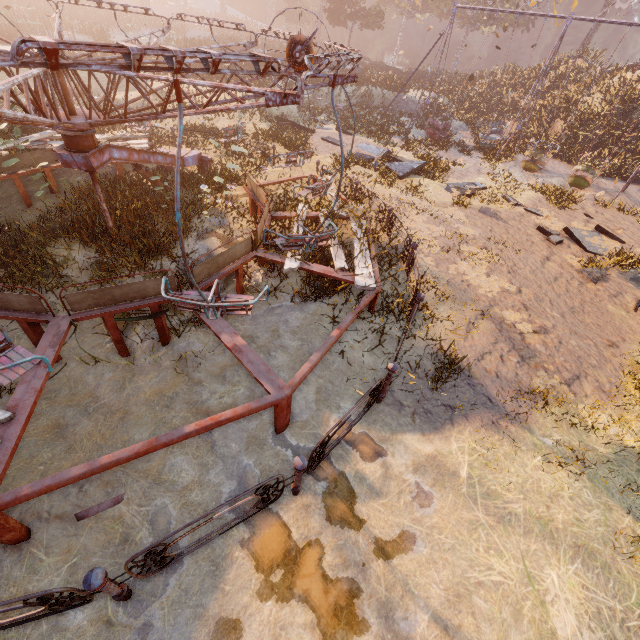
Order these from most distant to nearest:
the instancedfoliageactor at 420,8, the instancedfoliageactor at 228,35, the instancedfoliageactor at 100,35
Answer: the instancedfoliageactor at 228,35 < the instancedfoliageactor at 420,8 < the instancedfoliageactor at 100,35

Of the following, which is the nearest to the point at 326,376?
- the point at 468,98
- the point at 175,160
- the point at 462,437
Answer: the point at 462,437

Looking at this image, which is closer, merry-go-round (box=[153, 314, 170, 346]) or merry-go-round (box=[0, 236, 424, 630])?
merry-go-round (box=[0, 236, 424, 630])

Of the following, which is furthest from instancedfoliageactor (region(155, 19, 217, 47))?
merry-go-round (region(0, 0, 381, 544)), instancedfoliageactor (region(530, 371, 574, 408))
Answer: instancedfoliageactor (region(530, 371, 574, 408))

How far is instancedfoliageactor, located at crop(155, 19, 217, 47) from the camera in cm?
2922

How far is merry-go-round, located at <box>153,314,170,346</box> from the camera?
5.5 meters

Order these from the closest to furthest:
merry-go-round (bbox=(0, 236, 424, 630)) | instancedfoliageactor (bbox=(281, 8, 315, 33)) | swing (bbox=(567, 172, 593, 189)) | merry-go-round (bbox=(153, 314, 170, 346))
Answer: A: merry-go-round (bbox=(0, 236, 424, 630)) < merry-go-round (bbox=(153, 314, 170, 346)) < swing (bbox=(567, 172, 593, 189)) < instancedfoliageactor (bbox=(281, 8, 315, 33))

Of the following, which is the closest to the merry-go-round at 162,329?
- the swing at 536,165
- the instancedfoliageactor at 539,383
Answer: the instancedfoliageactor at 539,383
